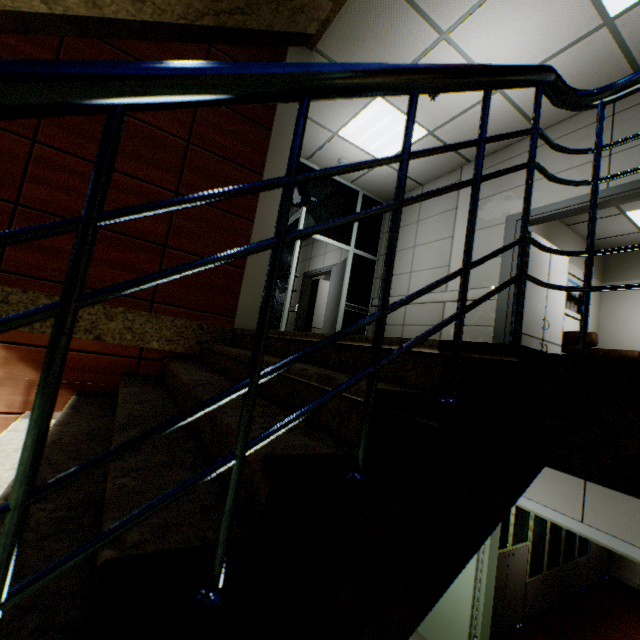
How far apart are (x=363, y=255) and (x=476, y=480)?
6.01m

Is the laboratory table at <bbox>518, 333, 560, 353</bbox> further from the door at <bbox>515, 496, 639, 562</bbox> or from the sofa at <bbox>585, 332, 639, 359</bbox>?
the door at <bbox>515, 496, 639, 562</bbox>

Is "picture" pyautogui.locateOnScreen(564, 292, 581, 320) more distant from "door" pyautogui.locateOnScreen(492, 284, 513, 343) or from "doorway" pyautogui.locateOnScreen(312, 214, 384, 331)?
"doorway" pyautogui.locateOnScreen(312, 214, 384, 331)

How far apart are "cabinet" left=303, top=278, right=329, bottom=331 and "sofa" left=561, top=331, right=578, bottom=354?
5.30m

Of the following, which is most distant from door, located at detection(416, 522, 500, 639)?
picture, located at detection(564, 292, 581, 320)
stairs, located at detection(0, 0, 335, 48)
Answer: picture, located at detection(564, 292, 581, 320)

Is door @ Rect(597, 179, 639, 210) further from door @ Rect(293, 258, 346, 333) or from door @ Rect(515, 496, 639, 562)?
door @ Rect(293, 258, 346, 333)

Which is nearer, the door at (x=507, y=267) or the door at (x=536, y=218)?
the door at (x=536, y=218)

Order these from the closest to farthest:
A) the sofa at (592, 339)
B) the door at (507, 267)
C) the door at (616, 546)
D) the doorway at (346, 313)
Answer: the door at (616, 546)
the door at (507, 267)
the sofa at (592, 339)
the doorway at (346, 313)
